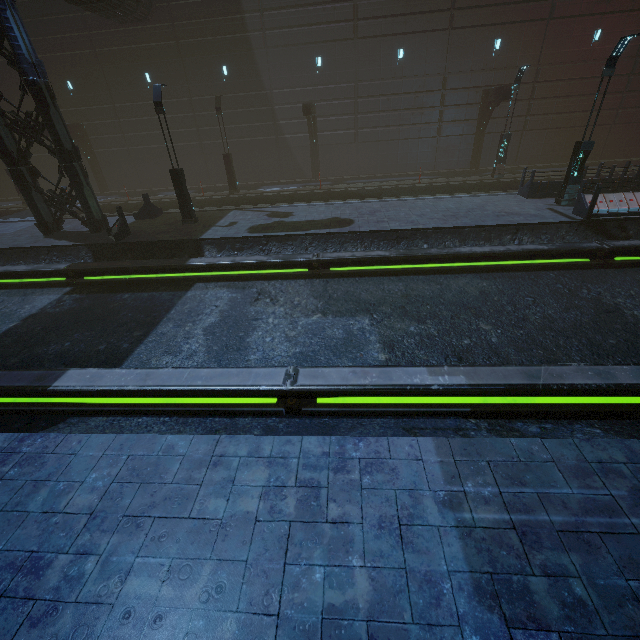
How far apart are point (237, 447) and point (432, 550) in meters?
2.8

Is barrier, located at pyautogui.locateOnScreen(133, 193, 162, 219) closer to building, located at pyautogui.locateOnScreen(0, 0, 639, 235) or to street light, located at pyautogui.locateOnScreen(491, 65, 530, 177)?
building, located at pyautogui.locateOnScreen(0, 0, 639, 235)

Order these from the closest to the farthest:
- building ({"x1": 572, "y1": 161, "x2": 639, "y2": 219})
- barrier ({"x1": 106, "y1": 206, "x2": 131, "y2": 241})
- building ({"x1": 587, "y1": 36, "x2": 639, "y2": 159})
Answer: building ({"x1": 572, "y1": 161, "x2": 639, "y2": 219})
barrier ({"x1": 106, "y1": 206, "x2": 131, "y2": 241})
building ({"x1": 587, "y1": 36, "x2": 639, "y2": 159})

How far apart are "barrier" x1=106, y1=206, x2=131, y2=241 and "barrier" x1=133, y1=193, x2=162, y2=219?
2.8m

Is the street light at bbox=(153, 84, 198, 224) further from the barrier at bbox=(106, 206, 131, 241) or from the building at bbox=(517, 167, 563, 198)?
the building at bbox=(517, 167, 563, 198)

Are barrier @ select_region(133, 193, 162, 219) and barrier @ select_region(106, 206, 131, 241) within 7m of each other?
yes

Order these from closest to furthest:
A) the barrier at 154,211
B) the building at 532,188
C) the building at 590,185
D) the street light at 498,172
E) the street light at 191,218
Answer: the building at 590,185 → the street light at 191,218 → the building at 532,188 → the barrier at 154,211 → the street light at 498,172

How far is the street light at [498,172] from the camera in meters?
17.8 m
